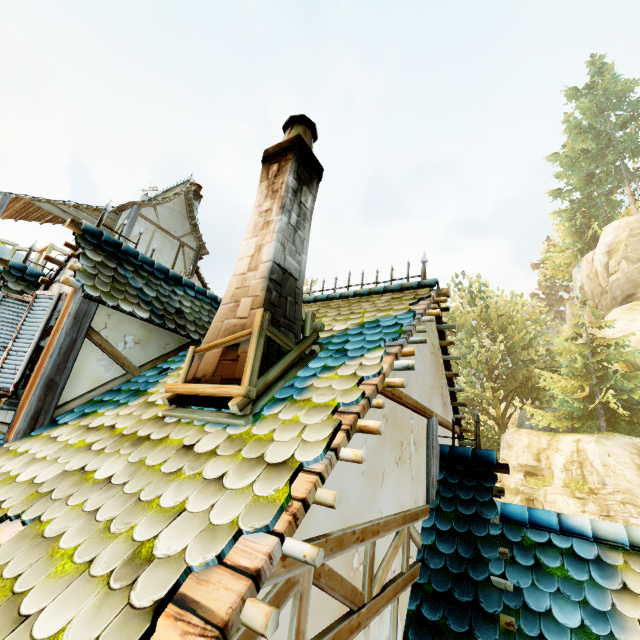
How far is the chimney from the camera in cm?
246

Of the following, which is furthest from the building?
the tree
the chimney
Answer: the tree

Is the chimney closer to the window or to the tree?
the window

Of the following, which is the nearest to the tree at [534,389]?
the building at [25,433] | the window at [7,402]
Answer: the building at [25,433]

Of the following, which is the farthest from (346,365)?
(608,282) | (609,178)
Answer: (609,178)

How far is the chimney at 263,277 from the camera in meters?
2.5

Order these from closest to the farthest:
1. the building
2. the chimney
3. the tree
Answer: the building, the chimney, the tree

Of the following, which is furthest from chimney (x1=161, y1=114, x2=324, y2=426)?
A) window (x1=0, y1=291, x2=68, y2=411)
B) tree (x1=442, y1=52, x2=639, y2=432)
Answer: tree (x1=442, y1=52, x2=639, y2=432)
